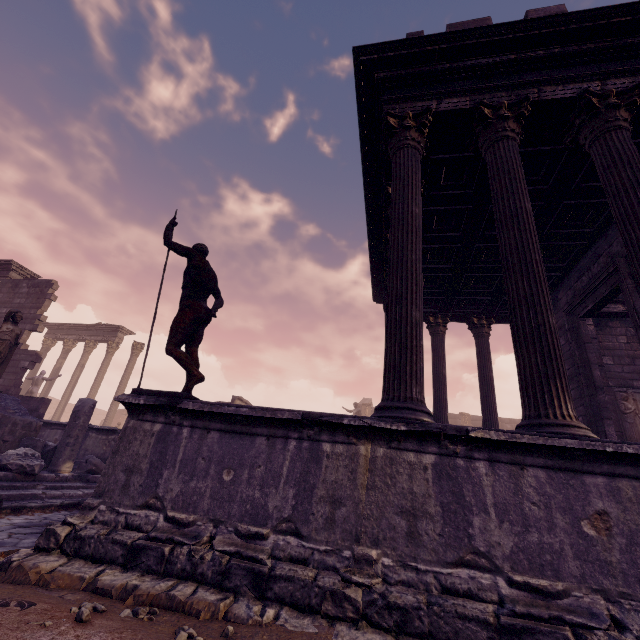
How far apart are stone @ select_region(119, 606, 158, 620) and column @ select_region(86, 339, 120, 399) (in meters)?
20.05

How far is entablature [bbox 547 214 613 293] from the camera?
6.93m

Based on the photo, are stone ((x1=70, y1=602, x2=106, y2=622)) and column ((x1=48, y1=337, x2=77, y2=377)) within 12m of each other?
no

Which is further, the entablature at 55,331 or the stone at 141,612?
the entablature at 55,331

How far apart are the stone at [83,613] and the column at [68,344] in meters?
22.8

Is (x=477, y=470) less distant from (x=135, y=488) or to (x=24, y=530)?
(x=135, y=488)

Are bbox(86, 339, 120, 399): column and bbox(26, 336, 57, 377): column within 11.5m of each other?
yes

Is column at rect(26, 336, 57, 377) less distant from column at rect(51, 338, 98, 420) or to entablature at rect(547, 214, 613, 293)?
column at rect(51, 338, 98, 420)
